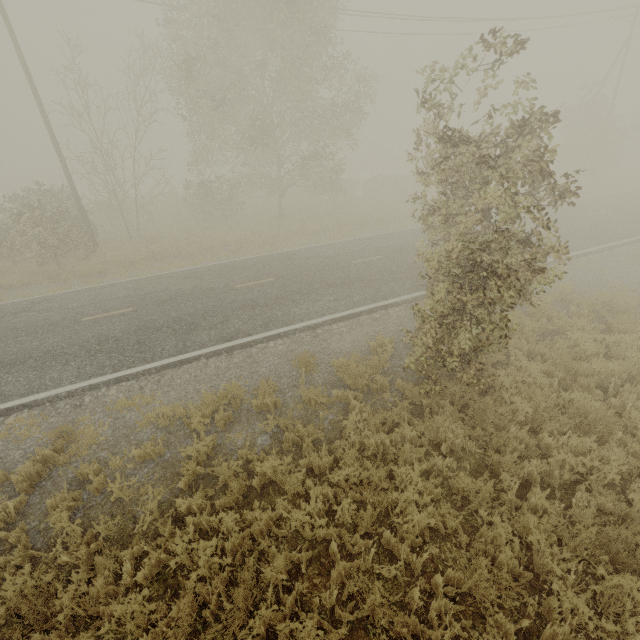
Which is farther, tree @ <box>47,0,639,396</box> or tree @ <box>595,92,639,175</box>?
tree @ <box>595,92,639,175</box>

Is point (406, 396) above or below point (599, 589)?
below

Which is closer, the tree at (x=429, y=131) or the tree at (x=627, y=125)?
the tree at (x=429, y=131)
